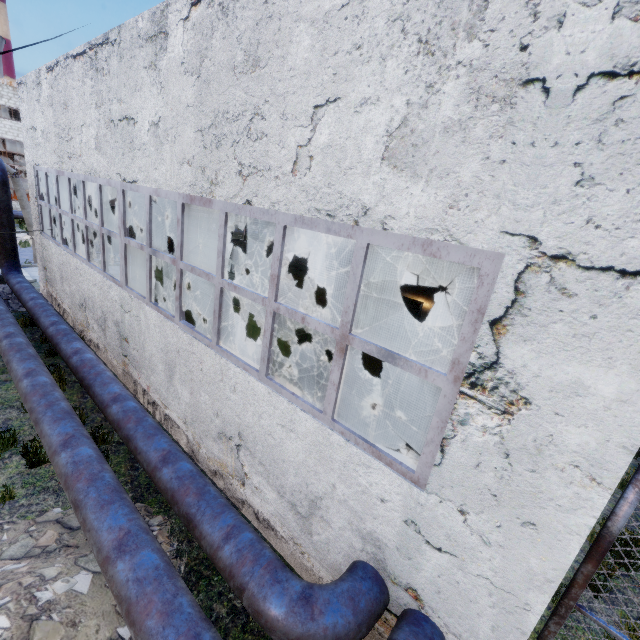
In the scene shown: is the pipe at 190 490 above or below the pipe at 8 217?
below

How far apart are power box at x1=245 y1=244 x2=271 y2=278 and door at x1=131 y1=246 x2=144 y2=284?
6.2 meters

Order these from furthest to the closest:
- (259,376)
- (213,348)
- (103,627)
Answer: (213,348)
(259,376)
(103,627)

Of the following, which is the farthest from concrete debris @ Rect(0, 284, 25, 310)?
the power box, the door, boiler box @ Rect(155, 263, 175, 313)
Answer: the power box

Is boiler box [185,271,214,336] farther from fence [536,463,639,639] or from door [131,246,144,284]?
door [131,246,144,284]

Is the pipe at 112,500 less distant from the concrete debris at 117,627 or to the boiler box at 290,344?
the concrete debris at 117,627

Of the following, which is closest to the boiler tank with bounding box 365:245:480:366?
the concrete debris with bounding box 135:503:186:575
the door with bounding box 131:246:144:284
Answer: the door with bounding box 131:246:144:284
